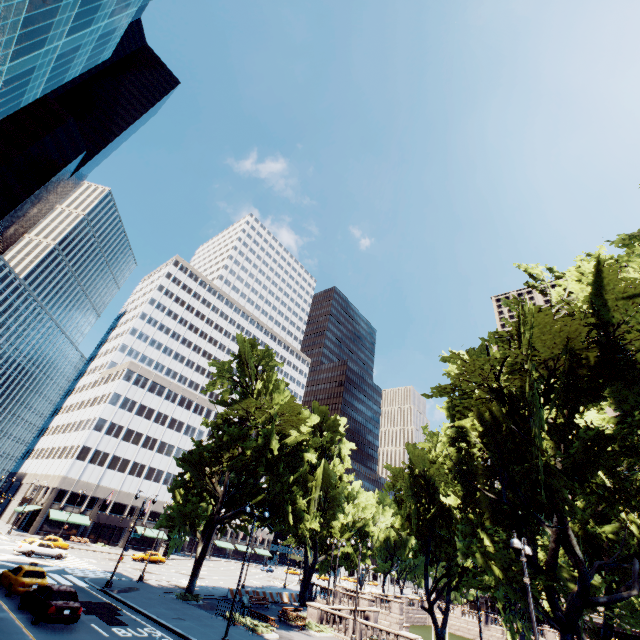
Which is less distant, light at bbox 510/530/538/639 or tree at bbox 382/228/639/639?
light at bbox 510/530/538/639

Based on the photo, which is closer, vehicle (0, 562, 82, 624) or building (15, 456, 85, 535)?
vehicle (0, 562, 82, 624)

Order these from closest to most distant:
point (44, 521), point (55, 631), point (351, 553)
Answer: point (55, 631) → point (44, 521) → point (351, 553)

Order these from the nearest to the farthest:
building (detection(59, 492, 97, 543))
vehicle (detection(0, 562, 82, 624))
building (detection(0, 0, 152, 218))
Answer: vehicle (detection(0, 562, 82, 624)) < building (detection(0, 0, 152, 218)) < building (detection(59, 492, 97, 543))

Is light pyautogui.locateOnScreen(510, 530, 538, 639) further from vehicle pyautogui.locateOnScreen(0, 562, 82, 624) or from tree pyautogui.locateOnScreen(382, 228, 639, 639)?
vehicle pyautogui.locateOnScreen(0, 562, 82, 624)

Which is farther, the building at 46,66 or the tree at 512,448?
the building at 46,66

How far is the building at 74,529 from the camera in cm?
5662
